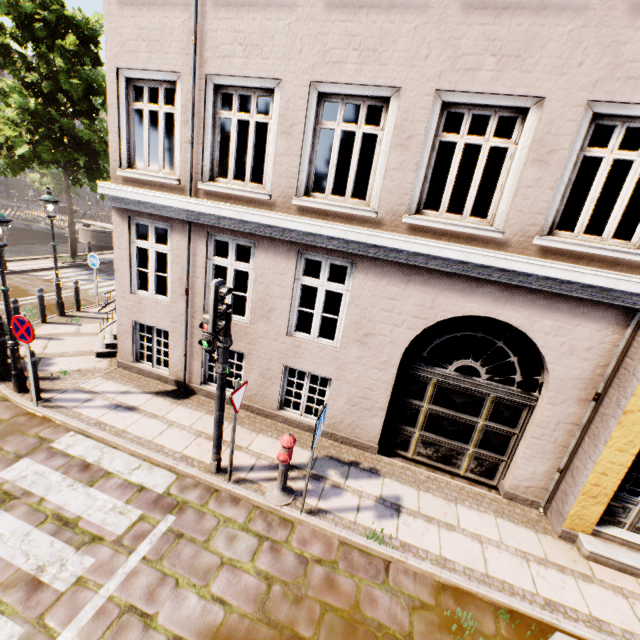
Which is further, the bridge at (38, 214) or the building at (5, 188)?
the building at (5, 188)

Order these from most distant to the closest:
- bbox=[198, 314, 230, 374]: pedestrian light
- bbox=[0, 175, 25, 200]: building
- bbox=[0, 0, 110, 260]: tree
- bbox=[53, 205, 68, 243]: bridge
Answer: bbox=[0, 175, 25, 200]: building
bbox=[53, 205, 68, 243]: bridge
bbox=[0, 0, 110, 260]: tree
bbox=[198, 314, 230, 374]: pedestrian light

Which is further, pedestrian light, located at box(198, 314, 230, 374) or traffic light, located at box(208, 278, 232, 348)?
pedestrian light, located at box(198, 314, 230, 374)

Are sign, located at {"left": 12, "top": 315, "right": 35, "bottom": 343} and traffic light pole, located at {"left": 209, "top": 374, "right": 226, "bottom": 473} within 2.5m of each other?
no

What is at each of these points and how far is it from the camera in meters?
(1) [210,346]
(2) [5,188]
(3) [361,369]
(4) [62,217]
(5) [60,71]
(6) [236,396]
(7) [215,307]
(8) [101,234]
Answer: (1) pedestrian light, 4.9 m
(2) building, 40.1 m
(3) building, 6.3 m
(4) bridge, 32.3 m
(5) tree, 12.9 m
(6) sign, 4.9 m
(7) traffic light, 4.3 m
(8) bridge, 22.6 m

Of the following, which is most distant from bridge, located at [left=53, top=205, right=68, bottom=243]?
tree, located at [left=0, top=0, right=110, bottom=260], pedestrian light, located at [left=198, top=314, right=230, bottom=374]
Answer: pedestrian light, located at [left=198, top=314, right=230, bottom=374]

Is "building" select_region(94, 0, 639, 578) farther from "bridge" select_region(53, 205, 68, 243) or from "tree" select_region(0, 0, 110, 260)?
"bridge" select_region(53, 205, 68, 243)

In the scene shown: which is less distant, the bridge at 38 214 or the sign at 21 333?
the sign at 21 333
